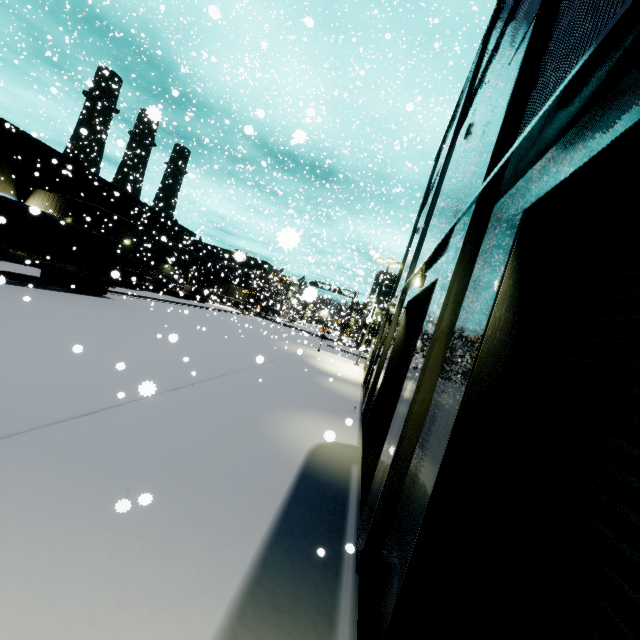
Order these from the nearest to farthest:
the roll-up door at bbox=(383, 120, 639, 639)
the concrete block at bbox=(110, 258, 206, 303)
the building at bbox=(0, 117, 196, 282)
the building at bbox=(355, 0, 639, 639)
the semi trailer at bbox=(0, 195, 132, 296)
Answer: the roll-up door at bbox=(383, 120, 639, 639) → the building at bbox=(355, 0, 639, 639) → the semi trailer at bbox=(0, 195, 132, 296) → the building at bbox=(0, 117, 196, 282) → the concrete block at bbox=(110, 258, 206, 303)

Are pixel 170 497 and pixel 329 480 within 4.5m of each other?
yes

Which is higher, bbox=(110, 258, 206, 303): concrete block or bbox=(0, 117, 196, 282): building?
bbox=(0, 117, 196, 282): building

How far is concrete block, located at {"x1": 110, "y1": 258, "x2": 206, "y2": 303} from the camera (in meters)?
29.72

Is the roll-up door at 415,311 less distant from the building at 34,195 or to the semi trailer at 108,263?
the building at 34,195

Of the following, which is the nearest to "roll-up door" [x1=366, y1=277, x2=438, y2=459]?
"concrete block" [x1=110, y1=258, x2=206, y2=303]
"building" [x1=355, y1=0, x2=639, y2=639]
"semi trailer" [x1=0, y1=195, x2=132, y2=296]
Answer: "building" [x1=355, y1=0, x2=639, y2=639]

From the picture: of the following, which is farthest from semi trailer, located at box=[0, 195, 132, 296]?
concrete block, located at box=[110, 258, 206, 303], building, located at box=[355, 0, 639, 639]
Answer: concrete block, located at box=[110, 258, 206, 303]

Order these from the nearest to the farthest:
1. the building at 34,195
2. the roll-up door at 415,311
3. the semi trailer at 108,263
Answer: the roll-up door at 415,311, the semi trailer at 108,263, the building at 34,195
